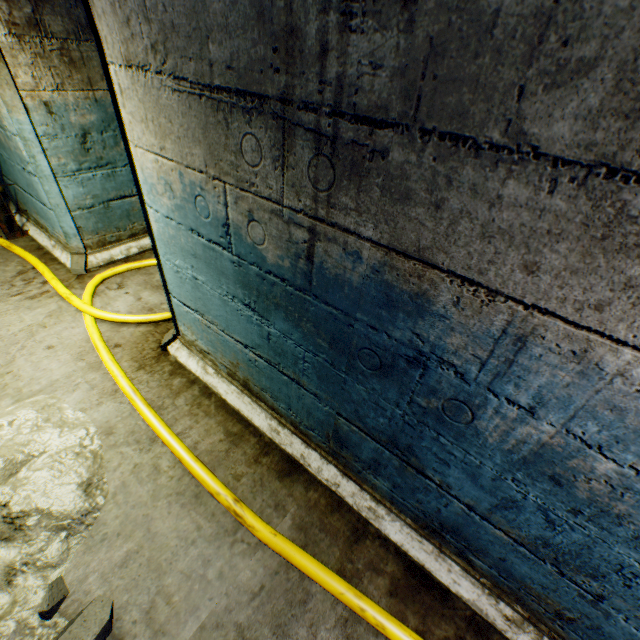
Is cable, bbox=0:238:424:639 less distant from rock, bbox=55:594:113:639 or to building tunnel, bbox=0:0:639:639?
building tunnel, bbox=0:0:639:639

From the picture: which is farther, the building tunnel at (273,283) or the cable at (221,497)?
the cable at (221,497)

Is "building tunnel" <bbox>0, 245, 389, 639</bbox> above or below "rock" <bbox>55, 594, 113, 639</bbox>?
below

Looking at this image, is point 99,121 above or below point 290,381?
above

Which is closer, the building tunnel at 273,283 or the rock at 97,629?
the building tunnel at 273,283

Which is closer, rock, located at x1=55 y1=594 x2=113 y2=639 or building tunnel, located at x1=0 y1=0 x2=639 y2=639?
building tunnel, located at x1=0 y1=0 x2=639 y2=639

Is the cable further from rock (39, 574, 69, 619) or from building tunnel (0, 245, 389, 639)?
rock (39, 574, 69, 619)

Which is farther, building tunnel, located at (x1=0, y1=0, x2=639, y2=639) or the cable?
the cable
